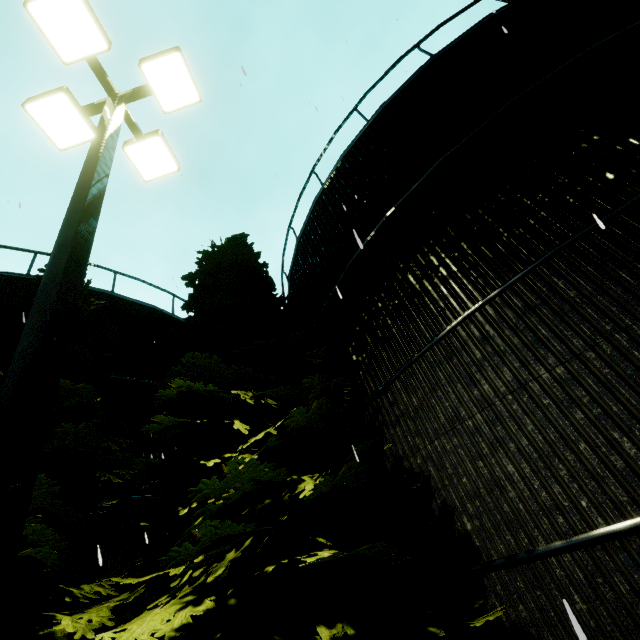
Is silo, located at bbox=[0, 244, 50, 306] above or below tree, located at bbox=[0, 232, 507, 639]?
above

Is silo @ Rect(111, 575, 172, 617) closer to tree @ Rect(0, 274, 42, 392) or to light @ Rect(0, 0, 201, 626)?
tree @ Rect(0, 274, 42, 392)

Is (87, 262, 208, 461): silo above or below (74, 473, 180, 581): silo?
above

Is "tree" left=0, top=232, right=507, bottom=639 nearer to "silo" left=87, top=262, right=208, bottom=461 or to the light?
"silo" left=87, top=262, right=208, bottom=461

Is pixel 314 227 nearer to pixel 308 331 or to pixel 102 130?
pixel 308 331

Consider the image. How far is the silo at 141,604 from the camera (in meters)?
6.00

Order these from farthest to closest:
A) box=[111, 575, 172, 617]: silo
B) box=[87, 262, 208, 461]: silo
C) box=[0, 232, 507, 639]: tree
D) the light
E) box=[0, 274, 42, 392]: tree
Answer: box=[87, 262, 208, 461]: silo
box=[111, 575, 172, 617]: silo
box=[0, 274, 42, 392]: tree
box=[0, 232, 507, 639]: tree
the light

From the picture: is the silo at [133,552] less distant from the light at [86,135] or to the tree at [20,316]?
the tree at [20,316]
